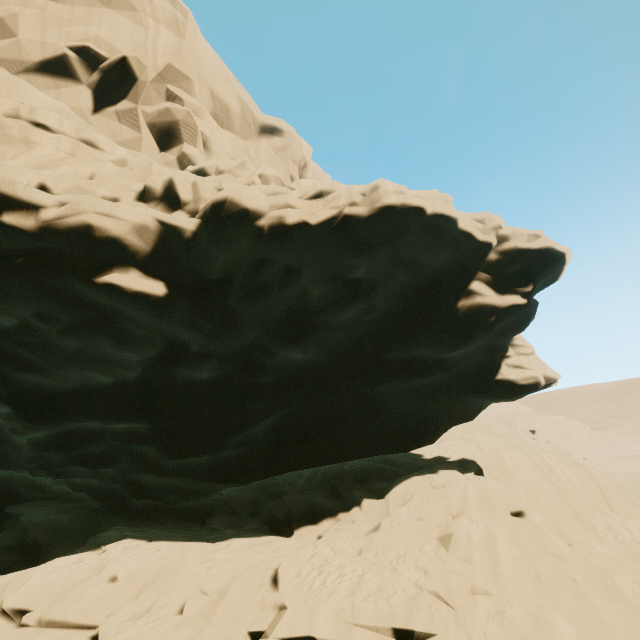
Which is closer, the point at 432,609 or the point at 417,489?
the point at 432,609
